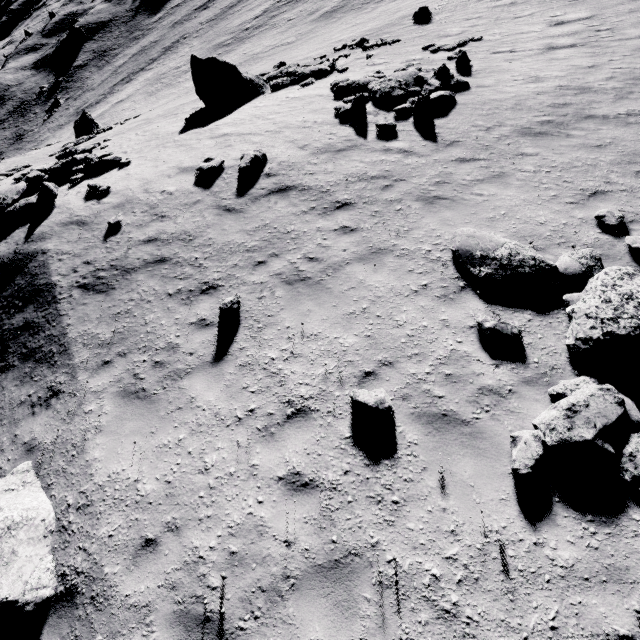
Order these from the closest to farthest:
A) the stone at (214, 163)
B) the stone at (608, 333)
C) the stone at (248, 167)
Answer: the stone at (608, 333) < the stone at (248, 167) < the stone at (214, 163)

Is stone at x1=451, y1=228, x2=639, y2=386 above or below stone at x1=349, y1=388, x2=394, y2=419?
below

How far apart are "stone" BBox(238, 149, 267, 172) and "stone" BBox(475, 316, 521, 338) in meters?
8.5

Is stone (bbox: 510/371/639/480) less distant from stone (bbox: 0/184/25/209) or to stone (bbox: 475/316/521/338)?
stone (bbox: 475/316/521/338)

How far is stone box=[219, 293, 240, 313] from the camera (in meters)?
6.96

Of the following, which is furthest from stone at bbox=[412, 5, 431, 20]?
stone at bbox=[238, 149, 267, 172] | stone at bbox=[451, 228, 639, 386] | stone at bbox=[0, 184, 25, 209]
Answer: stone at bbox=[0, 184, 25, 209]

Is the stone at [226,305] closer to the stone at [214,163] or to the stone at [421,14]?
the stone at [214,163]

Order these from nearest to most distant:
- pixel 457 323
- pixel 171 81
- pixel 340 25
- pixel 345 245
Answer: pixel 457 323, pixel 345 245, pixel 340 25, pixel 171 81
